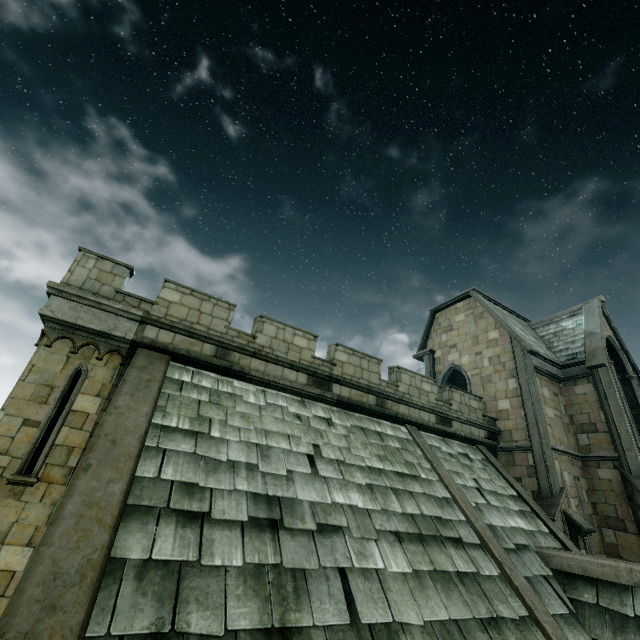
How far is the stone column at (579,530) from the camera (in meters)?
10.95

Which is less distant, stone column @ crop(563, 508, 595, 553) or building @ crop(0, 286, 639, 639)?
building @ crop(0, 286, 639, 639)

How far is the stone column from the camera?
11.0 meters

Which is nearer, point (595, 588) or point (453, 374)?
point (595, 588)

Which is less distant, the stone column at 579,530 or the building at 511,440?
the building at 511,440
